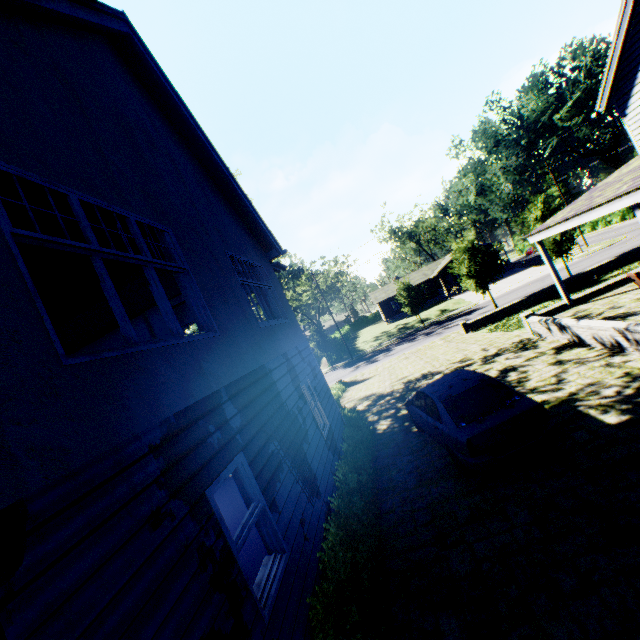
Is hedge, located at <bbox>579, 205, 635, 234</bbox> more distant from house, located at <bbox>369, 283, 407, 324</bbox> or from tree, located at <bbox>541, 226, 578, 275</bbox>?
tree, located at <bbox>541, 226, 578, 275</bbox>

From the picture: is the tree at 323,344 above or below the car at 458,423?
above

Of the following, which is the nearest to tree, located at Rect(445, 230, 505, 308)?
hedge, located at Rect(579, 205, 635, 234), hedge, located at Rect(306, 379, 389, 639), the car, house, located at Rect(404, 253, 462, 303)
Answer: hedge, located at Rect(306, 379, 389, 639)

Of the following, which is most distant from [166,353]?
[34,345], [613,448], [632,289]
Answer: [632,289]

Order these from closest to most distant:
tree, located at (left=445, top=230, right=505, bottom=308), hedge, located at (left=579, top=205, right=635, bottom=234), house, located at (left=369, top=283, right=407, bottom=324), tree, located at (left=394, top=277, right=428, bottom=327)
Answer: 1. tree, located at (left=445, top=230, right=505, bottom=308)
2. tree, located at (left=394, top=277, right=428, bottom=327)
3. hedge, located at (left=579, top=205, right=635, bottom=234)
4. house, located at (left=369, top=283, right=407, bottom=324)

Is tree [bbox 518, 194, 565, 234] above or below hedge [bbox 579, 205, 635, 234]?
above

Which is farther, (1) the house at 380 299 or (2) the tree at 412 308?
(1) the house at 380 299

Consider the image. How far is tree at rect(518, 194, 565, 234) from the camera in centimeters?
2503cm
